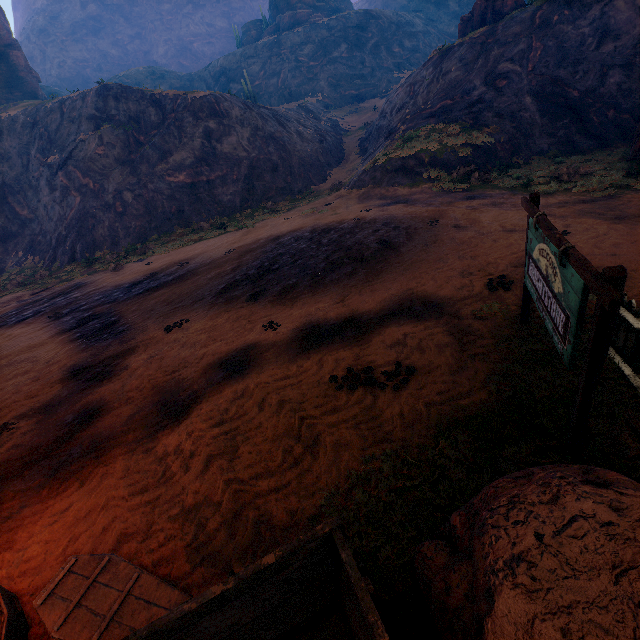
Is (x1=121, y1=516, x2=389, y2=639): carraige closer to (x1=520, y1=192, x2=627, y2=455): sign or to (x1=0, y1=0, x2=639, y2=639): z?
(x1=0, y1=0, x2=639, y2=639): z

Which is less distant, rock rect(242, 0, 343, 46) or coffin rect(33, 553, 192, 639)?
coffin rect(33, 553, 192, 639)

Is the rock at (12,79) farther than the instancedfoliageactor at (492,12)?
Yes

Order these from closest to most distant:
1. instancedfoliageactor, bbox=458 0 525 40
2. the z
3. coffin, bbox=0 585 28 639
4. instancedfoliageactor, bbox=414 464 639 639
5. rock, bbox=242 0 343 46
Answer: instancedfoliageactor, bbox=414 464 639 639
coffin, bbox=0 585 28 639
the z
instancedfoliageactor, bbox=458 0 525 40
rock, bbox=242 0 343 46

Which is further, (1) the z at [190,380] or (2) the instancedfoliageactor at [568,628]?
(1) the z at [190,380]

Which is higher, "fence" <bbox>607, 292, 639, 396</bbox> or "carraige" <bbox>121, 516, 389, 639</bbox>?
"carraige" <bbox>121, 516, 389, 639</bbox>

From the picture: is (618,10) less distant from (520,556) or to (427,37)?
(520,556)

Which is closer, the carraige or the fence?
the carraige
